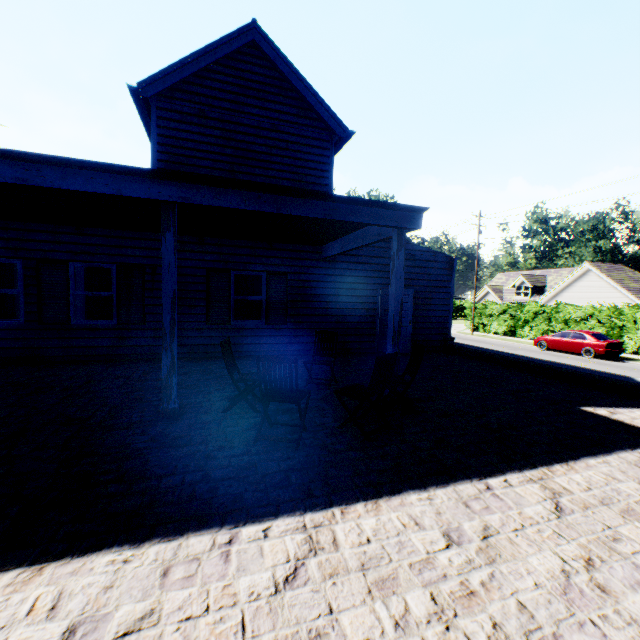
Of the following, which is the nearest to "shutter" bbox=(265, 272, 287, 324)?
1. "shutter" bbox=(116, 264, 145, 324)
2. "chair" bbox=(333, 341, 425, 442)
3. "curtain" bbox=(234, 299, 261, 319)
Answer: "curtain" bbox=(234, 299, 261, 319)

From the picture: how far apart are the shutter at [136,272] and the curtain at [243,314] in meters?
2.4 m

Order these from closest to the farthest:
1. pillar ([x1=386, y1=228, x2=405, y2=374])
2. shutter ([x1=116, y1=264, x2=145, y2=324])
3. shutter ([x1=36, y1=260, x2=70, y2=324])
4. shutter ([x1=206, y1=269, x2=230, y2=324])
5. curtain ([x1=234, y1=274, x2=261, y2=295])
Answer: pillar ([x1=386, y1=228, x2=405, y2=374]) → shutter ([x1=36, y1=260, x2=70, y2=324]) → shutter ([x1=116, y1=264, x2=145, y2=324]) → shutter ([x1=206, y1=269, x2=230, y2=324]) → curtain ([x1=234, y1=274, x2=261, y2=295])

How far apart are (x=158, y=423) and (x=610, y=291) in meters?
41.0

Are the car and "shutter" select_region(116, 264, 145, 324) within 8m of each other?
no

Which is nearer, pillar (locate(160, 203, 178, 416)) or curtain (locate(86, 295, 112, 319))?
pillar (locate(160, 203, 178, 416))

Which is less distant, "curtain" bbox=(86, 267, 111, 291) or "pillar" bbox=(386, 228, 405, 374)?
"pillar" bbox=(386, 228, 405, 374)

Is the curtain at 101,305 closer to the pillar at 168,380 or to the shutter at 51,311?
the shutter at 51,311
